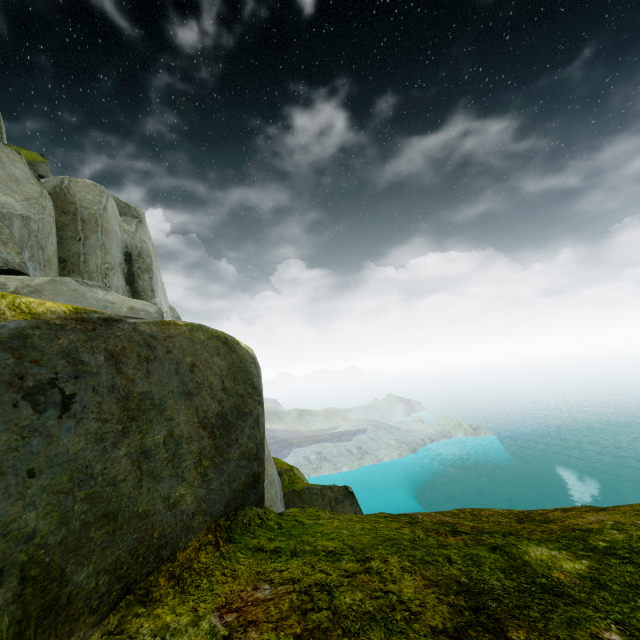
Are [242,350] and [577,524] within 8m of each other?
yes
